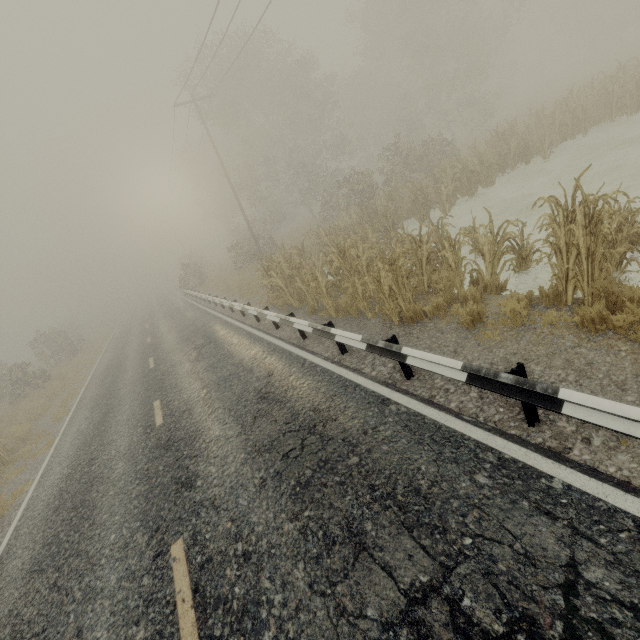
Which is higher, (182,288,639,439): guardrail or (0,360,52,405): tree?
(0,360,52,405): tree

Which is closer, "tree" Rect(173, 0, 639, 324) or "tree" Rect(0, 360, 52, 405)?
→ "tree" Rect(173, 0, 639, 324)

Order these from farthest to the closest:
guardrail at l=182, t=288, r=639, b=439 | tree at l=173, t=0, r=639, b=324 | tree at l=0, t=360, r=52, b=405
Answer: tree at l=0, t=360, r=52, b=405 → tree at l=173, t=0, r=639, b=324 → guardrail at l=182, t=288, r=639, b=439

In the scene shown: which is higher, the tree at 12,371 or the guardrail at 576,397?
the tree at 12,371

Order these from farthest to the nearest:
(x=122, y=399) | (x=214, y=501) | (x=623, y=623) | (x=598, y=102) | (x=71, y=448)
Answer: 1. (x=598, y=102)
2. (x=122, y=399)
3. (x=71, y=448)
4. (x=214, y=501)
5. (x=623, y=623)

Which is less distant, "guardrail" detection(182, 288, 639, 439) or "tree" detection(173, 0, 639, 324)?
"guardrail" detection(182, 288, 639, 439)

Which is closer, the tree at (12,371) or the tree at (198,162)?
the tree at (198,162)
